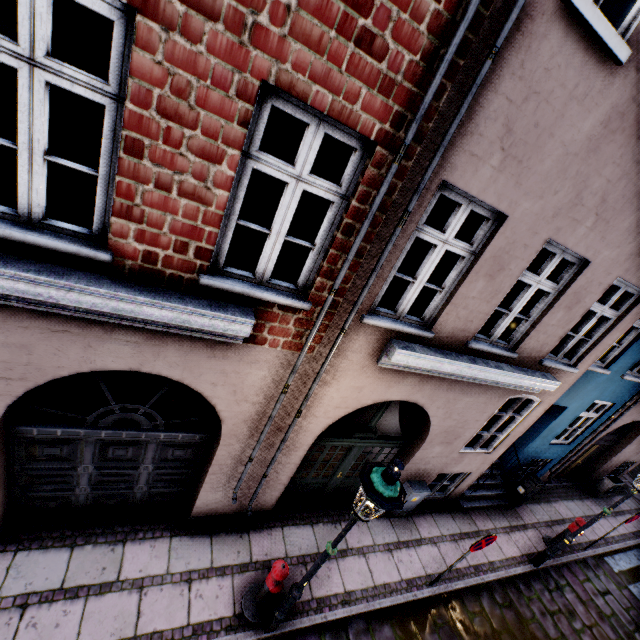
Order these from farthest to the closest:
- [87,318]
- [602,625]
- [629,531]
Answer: [629,531]
[602,625]
[87,318]

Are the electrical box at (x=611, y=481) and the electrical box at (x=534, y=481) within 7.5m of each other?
yes

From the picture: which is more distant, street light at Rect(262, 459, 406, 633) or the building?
street light at Rect(262, 459, 406, 633)

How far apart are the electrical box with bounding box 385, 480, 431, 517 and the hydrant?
3.3 meters

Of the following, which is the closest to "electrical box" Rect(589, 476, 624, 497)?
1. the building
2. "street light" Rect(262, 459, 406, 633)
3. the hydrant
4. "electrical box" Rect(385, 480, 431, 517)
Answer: the building

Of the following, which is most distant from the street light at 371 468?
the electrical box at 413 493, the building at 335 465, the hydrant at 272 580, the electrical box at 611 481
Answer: the electrical box at 611 481

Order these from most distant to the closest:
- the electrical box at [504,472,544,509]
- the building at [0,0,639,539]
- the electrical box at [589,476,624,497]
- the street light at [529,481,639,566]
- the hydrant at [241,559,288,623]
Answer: the electrical box at [589,476,624,497] → the electrical box at [504,472,544,509] → the street light at [529,481,639,566] → the hydrant at [241,559,288,623] → the building at [0,0,639,539]

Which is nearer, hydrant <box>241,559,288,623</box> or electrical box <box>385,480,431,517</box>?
hydrant <box>241,559,288,623</box>
